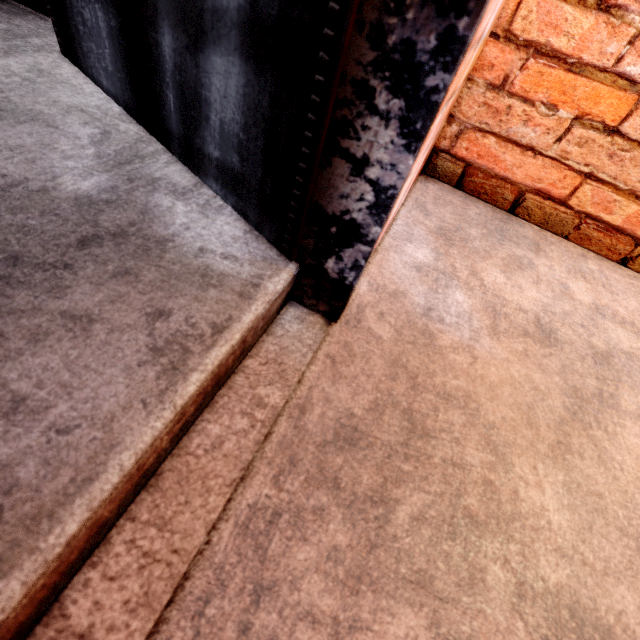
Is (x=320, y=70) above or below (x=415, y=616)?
above
